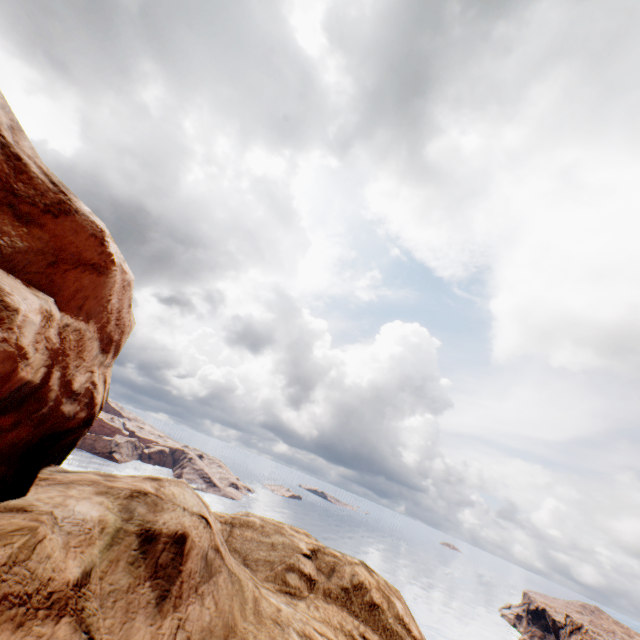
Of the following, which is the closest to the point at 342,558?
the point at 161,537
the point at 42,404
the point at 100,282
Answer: the point at 161,537
